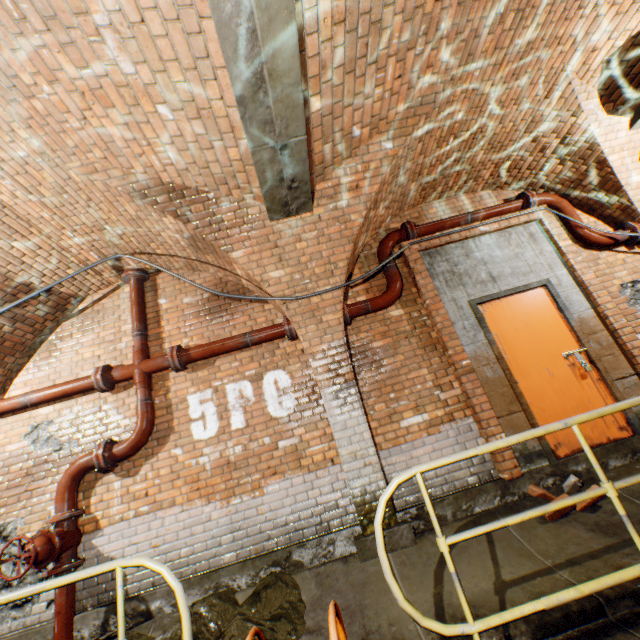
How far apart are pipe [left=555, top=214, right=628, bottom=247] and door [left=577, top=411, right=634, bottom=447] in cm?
104

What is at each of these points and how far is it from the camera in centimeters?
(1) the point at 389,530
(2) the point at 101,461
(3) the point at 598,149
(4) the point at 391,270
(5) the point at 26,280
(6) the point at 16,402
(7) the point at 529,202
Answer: (1) support arch, 343cm
(2) pipe end, 383cm
(3) support arch, 441cm
(4) pipe, 470cm
(5) support arch, 414cm
(6) pipe, 421cm
(7) pipe end, 501cm

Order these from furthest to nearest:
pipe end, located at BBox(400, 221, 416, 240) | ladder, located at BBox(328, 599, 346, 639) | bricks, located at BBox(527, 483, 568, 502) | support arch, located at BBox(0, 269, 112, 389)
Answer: pipe end, located at BBox(400, 221, 416, 240), support arch, located at BBox(0, 269, 112, 389), bricks, located at BBox(527, 483, 568, 502), ladder, located at BBox(328, 599, 346, 639)

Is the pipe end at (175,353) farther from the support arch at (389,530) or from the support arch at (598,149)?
the support arch at (598,149)

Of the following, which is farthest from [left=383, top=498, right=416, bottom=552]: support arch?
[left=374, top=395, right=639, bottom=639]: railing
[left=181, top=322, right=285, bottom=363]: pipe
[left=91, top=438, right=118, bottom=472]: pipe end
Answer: [left=91, top=438, right=118, bottom=472]: pipe end

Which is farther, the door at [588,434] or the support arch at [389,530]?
the door at [588,434]

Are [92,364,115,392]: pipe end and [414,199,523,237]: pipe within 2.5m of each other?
no

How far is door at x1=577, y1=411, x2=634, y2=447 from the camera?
3.88m
